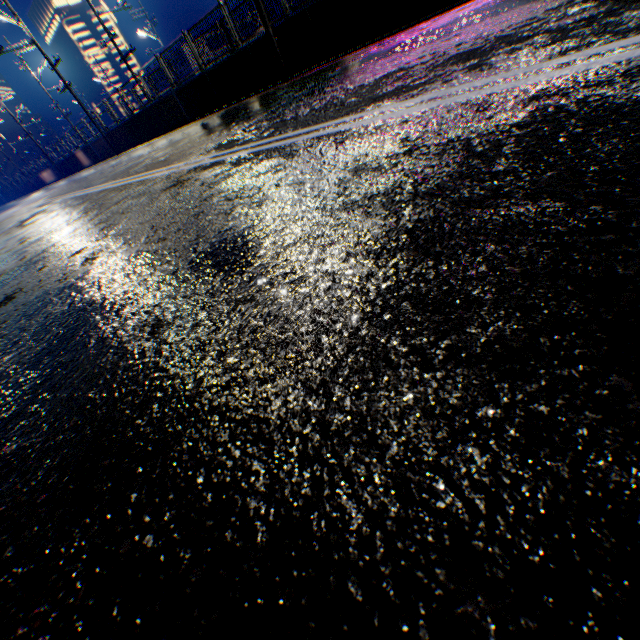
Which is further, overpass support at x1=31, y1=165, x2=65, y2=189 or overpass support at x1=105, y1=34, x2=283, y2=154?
overpass support at x1=31, y1=165, x2=65, y2=189

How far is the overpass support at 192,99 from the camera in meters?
10.8 m

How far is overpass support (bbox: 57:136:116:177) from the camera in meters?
22.2 m

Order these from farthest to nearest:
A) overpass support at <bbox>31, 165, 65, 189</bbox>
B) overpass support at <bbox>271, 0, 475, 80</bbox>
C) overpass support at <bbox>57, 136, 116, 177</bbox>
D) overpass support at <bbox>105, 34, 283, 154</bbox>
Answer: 1. overpass support at <bbox>31, 165, 65, 189</bbox>
2. overpass support at <bbox>57, 136, 116, 177</bbox>
3. overpass support at <bbox>105, 34, 283, 154</bbox>
4. overpass support at <bbox>271, 0, 475, 80</bbox>

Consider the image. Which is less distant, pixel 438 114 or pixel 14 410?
pixel 14 410
